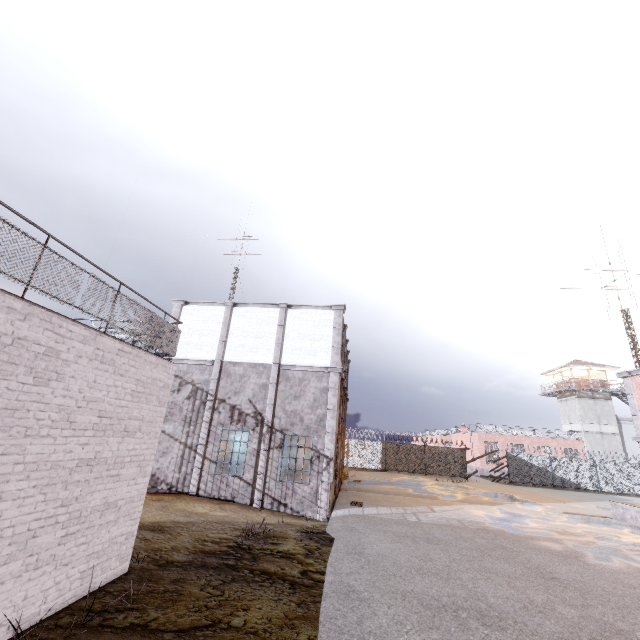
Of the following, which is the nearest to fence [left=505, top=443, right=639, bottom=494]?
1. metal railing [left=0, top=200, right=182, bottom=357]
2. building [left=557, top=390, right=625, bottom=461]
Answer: metal railing [left=0, top=200, right=182, bottom=357]

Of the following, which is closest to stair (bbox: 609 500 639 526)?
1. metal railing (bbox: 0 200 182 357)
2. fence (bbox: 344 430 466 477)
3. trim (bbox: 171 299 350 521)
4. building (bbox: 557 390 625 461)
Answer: trim (bbox: 171 299 350 521)

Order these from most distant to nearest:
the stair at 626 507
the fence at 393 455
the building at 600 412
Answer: the building at 600 412
the fence at 393 455
the stair at 626 507

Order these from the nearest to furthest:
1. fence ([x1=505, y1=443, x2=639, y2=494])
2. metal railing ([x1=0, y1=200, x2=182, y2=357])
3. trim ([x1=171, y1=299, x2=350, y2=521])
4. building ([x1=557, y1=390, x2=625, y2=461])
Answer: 1. metal railing ([x1=0, y1=200, x2=182, y2=357])
2. trim ([x1=171, y1=299, x2=350, y2=521])
3. fence ([x1=505, y1=443, x2=639, y2=494])
4. building ([x1=557, y1=390, x2=625, y2=461])

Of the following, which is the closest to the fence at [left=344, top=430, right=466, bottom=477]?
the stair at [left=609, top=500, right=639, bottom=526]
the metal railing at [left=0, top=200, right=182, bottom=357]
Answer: → the metal railing at [left=0, top=200, right=182, bottom=357]

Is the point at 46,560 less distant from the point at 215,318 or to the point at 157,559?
the point at 157,559

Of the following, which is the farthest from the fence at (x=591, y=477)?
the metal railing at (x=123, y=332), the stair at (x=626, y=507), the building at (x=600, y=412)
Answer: the stair at (x=626, y=507)

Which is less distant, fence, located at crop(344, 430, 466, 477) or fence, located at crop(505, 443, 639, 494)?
fence, located at crop(505, 443, 639, 494)
